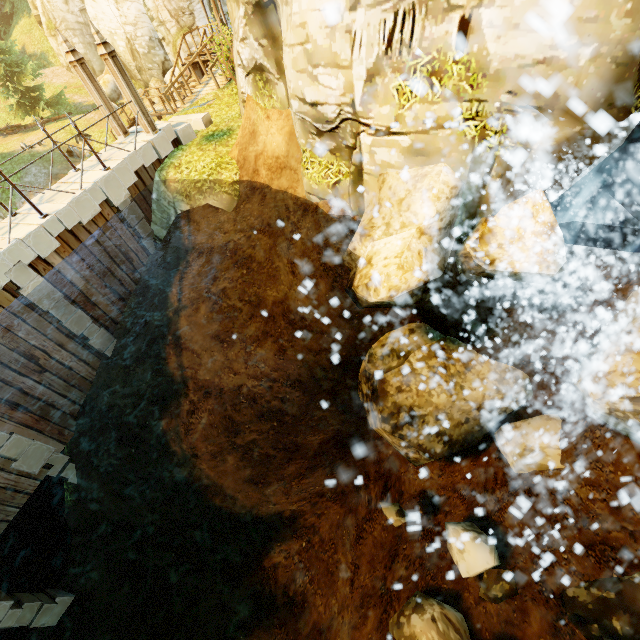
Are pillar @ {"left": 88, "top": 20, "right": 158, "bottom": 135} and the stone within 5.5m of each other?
yes

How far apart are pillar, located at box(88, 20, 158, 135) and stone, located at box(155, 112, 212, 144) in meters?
0.6

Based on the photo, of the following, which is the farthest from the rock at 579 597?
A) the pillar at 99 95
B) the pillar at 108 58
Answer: the pillar at 99 95

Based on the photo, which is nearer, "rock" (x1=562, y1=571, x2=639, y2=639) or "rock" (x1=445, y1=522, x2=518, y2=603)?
"rock" (x1=562, y1=571, x2=639, y2=639)

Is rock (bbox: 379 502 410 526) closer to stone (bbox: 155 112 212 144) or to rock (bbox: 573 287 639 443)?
rock (bbox: 573 287 639 443)

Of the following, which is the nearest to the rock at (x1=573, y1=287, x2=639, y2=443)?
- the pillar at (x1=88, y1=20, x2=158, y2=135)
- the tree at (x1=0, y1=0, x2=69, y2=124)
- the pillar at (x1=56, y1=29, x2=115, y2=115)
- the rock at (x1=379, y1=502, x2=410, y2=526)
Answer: the rock at (x1=379, y1=502, x2=410, y2=526)

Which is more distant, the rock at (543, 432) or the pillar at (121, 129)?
the pillar at (121, 129)

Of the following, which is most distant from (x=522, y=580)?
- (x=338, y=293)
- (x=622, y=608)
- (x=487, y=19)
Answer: (x=487, y=19)
